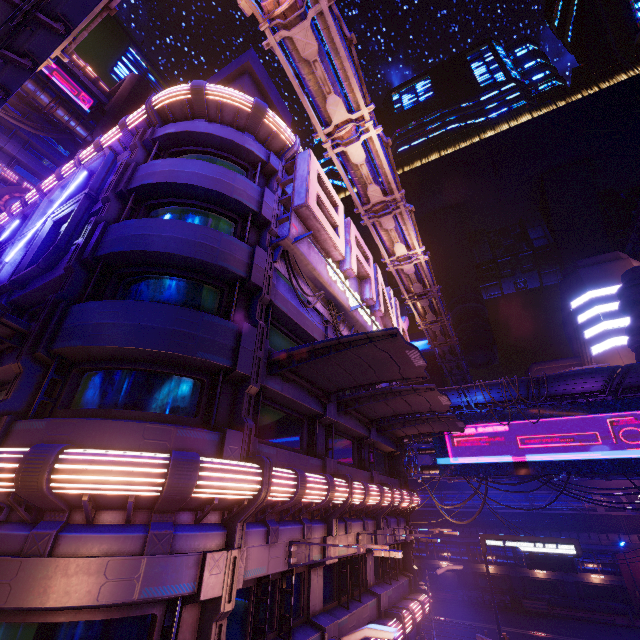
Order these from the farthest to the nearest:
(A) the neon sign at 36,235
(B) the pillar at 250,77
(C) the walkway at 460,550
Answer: (C) the walkway at 460,550 → (B) the pillar at 250,77 → (A) the neon sign at 36,235

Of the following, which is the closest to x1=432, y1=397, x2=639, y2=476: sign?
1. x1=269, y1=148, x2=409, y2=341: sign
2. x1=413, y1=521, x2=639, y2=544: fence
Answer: x1=269, y1=148, x2=409, y2=341: sign

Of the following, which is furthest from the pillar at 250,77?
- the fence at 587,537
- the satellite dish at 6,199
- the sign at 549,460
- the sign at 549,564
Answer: the fence at 587,537

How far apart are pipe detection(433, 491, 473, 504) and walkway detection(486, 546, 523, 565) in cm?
279

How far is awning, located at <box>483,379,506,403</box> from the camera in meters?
20.4

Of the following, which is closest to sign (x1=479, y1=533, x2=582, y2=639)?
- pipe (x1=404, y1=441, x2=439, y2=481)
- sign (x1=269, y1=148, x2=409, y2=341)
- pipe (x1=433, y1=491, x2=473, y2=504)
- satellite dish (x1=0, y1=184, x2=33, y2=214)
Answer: pipe (x1=404, y1=441, x2=439, y2=481)

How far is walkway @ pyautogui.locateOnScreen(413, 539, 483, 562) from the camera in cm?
3869

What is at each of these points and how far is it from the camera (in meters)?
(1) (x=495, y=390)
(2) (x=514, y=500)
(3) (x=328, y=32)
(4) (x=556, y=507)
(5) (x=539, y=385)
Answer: (1) awning, 21.95
(2) pipe, 38.59
(3) pipe, 12.14
(4) pipe, 35.97
(5) awning, 20.81
